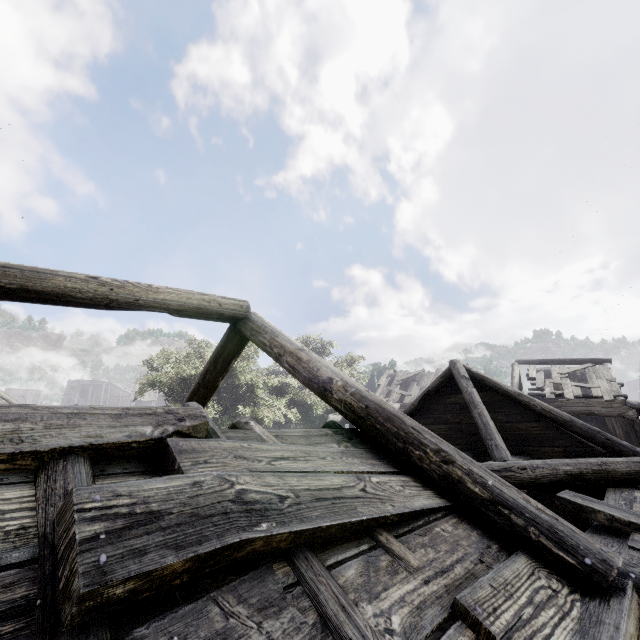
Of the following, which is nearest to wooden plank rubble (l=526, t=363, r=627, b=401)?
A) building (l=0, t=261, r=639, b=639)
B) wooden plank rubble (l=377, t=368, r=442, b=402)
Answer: building (l=0, t=261, r=639, b=639)

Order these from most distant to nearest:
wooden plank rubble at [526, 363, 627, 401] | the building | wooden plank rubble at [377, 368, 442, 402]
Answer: wooden plank rubble at [377, 368, 442, 402], wooden plank rubble at [526, 363, 627, 401], the building

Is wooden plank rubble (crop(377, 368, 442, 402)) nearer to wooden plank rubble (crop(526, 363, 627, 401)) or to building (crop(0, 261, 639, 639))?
building (crop(0, 261, 639, 639))

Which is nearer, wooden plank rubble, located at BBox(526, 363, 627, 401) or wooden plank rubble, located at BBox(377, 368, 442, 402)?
wooden plank rubble, located at BBox(526, 363, 627, 401)

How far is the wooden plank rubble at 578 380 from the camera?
16.6 meters

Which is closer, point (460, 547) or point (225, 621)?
point (225, 621)

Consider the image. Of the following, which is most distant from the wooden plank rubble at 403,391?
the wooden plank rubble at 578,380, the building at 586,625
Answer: the wooden plank rubble at 578,380
